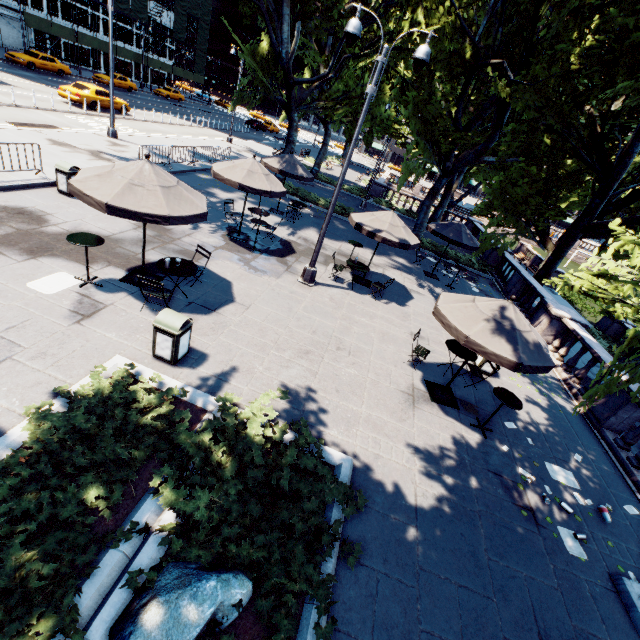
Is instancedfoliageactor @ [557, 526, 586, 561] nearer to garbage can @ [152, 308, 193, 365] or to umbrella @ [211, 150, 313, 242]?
garbage can @ [152, 308, 193, 365]

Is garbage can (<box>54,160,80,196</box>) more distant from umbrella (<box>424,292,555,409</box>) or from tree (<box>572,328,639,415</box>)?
umbrella (<box>424,292,555,409</box>)

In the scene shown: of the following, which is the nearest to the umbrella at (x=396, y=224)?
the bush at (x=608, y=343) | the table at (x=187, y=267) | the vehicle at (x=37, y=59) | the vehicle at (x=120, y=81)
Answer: the table at (x=187, y=267)

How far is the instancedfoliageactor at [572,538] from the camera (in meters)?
5.89

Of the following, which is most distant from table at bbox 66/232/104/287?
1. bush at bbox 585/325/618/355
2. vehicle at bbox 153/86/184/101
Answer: vehicle at bbox 153/86/184/101

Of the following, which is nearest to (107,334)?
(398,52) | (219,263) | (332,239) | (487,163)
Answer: (219,263)

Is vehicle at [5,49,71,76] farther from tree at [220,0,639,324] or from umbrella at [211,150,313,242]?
umbrella at [211,150,313,242]

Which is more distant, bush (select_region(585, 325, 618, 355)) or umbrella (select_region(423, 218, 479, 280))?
bush (select_region(585, 325, 618, 355))
